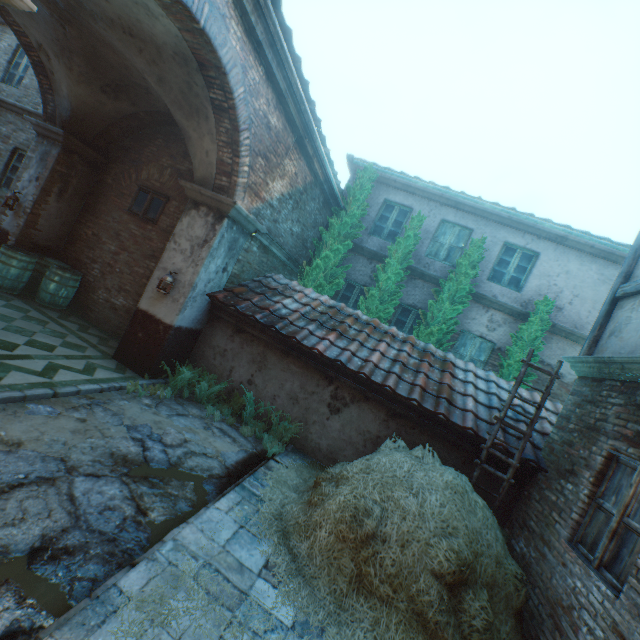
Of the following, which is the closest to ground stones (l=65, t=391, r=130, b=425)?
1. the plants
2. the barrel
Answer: the plants

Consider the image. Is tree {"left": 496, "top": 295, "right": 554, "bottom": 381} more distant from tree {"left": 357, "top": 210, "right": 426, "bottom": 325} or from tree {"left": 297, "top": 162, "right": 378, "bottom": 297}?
tree {"left": 297, "top": 162, "right": 378, "bottom": 297}

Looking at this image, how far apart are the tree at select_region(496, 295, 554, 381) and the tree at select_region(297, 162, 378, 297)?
4.83m

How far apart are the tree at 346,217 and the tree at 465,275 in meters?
2.4 m

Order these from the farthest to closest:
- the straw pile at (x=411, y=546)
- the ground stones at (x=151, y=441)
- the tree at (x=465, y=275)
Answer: the tree at (x=465, y=275) → the straw pile at (x=411, y=546) → the ground stones at (x=151, y=441)

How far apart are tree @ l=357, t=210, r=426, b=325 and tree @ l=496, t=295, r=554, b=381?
3.1m

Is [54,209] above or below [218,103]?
below

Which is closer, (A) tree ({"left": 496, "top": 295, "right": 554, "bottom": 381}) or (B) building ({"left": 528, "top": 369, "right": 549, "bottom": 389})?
(A) tree ({"left": 496, "top": 295, "right": 554, "bottom": 381})
